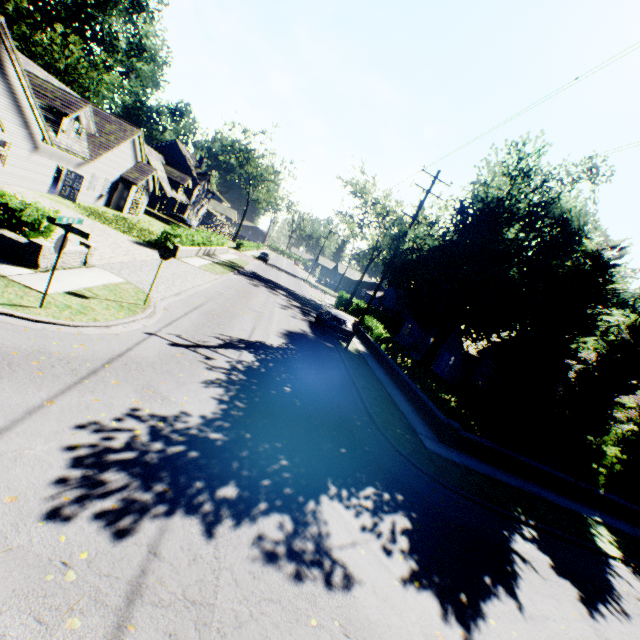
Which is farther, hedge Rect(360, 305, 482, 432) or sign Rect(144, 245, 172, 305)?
hedge Rect(360, 305, 482, 432)

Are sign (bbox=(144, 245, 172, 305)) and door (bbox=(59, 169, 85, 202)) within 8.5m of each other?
no

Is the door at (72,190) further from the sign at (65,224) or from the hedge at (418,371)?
the hedge at (418,371)

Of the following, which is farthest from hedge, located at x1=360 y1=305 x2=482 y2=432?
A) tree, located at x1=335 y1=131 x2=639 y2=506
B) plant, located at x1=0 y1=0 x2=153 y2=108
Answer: plant, located at x1=0 y1=0 x2=153 y2=108

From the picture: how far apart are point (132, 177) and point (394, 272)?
26.83m

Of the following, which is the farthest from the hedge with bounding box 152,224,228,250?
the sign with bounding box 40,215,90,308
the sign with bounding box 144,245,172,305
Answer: the sign with bounding box 40,215,90,308

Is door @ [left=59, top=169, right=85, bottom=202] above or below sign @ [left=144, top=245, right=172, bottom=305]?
below

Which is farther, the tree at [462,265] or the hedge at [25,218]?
the tree at [462,265]
